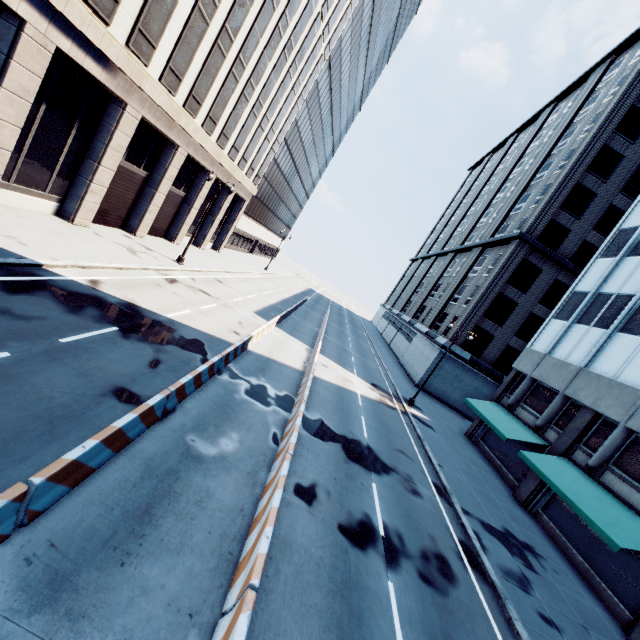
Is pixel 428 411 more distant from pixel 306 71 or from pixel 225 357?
pixel 306 71

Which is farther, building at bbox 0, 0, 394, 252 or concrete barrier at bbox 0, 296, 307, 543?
building at bbox 0, 0, 394, 252

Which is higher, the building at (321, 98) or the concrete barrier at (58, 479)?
the building at (321, 98)

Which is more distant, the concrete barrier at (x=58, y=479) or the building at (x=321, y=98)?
the building at (x=321, y=98)

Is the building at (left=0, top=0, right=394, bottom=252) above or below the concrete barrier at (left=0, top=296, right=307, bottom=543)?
above
